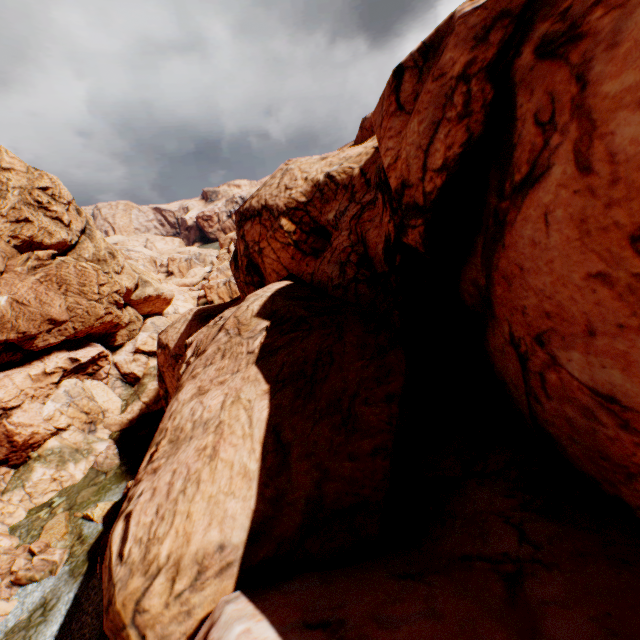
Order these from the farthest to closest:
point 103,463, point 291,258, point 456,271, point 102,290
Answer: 1. point 102,290
2. point 103,463
3. point 291,258
4. point 456,271

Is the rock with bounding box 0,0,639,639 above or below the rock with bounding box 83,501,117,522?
above

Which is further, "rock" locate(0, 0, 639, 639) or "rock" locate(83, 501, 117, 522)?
"rock" locate(83, 501, 117, 522)

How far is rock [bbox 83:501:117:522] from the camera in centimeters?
2591cm

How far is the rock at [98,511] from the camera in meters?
25.9

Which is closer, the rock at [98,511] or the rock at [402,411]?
the rock at [402,411]
